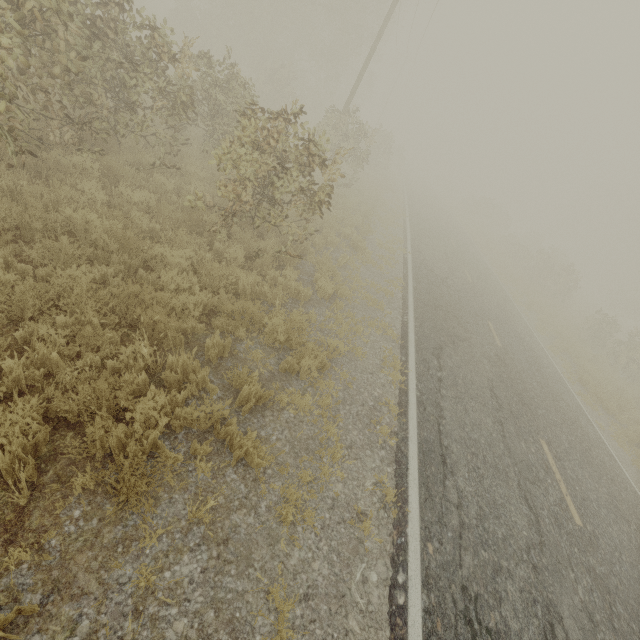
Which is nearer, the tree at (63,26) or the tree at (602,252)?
the tree at (63,26)

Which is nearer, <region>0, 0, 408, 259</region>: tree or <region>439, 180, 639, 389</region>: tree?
<region>0, 0, 408, 259</region>: tree

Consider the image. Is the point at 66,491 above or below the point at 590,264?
below
